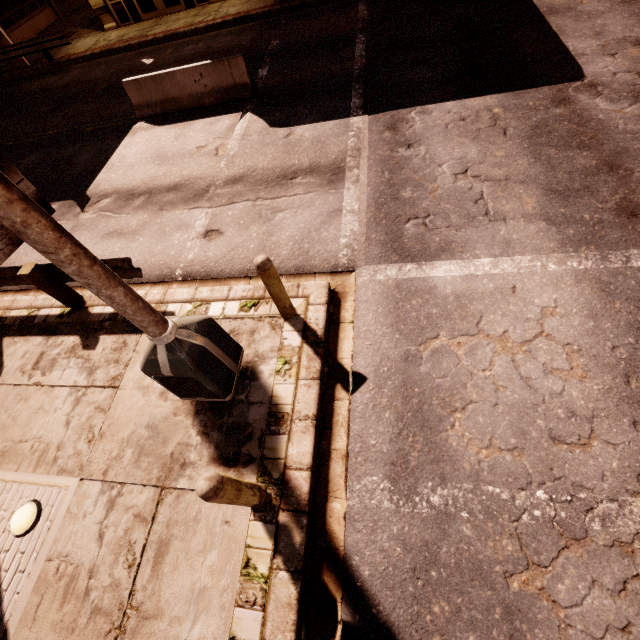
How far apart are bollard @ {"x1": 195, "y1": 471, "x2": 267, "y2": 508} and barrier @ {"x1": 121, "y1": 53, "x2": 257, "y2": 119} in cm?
1036

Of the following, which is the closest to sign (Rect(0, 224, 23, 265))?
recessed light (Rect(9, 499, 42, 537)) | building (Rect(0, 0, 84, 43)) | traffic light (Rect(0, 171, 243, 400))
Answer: traffic light (Rect(0, 171, 243, 400))

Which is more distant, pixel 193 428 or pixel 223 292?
pixel 223 292

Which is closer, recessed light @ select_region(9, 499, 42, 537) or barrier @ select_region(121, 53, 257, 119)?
recessed light @ select_region(9, 499, 42, 537)

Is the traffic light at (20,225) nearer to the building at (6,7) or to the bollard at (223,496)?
the bollard at (223,496)

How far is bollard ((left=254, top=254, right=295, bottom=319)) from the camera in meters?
3.9 m

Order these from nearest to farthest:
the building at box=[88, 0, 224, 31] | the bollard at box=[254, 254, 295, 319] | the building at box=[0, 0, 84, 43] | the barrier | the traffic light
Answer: the traffic light
the bollard at box=[254, 254, 295, 319]
the barrier
the building at box=[88, 0, 224, 31]
the building at box=[0, 0, 84, 43]

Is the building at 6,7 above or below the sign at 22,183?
below
